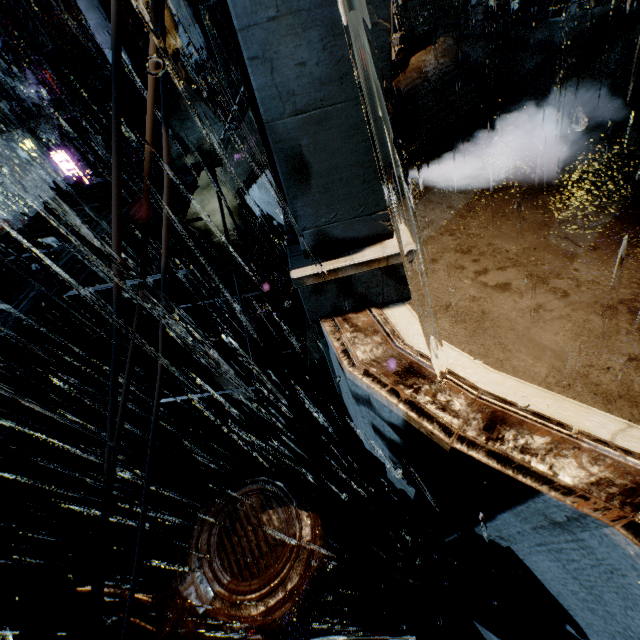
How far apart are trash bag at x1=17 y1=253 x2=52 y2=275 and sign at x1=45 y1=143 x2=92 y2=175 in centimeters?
1578cm

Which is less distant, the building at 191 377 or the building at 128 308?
the building at 128 308

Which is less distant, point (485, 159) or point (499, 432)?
point (499, 432)

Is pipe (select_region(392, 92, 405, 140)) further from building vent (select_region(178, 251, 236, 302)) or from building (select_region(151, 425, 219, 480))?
building vent (select_region(178, 251, 236, 302))

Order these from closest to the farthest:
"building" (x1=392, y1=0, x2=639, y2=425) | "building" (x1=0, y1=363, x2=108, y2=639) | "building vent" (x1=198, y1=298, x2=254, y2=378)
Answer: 1. "building" (x1=392, y1=0, x2=639, y2=425)
2. "building" (x1=0, y1=363, x2=108, y2=639)
3. "building vent" (x1=198, y1=298, x2=254, y2=378)

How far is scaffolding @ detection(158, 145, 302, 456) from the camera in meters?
5.0 m

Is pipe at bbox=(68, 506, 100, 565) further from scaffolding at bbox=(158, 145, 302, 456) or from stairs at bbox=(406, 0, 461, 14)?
stairs at bbox=(406, 0, 461, 14)
